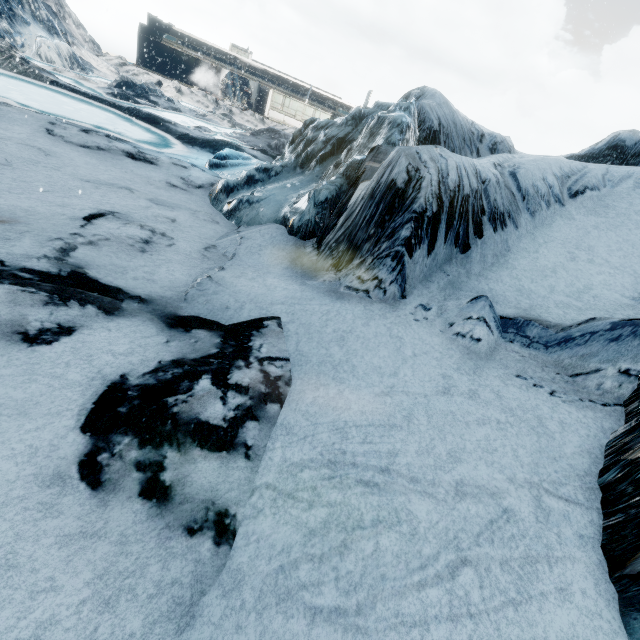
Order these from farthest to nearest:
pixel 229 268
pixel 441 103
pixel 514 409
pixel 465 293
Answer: pixel 441 103 < pixel 229 268 < pixel 465 293 < pixel 514 409
